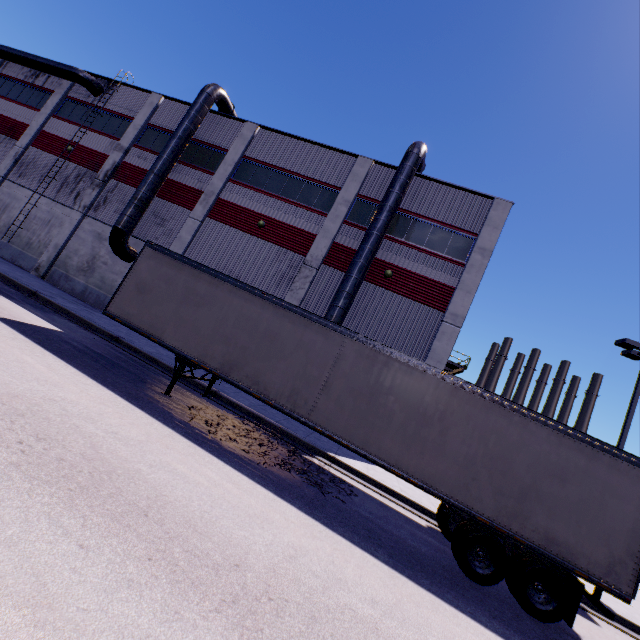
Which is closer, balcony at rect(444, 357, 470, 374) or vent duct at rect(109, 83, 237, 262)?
vent duct at rect(109, 83, 237, 262)

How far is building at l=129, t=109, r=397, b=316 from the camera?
18.0m

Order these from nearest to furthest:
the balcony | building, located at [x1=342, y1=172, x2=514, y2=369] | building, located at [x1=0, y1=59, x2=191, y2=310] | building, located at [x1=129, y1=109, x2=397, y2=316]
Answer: building, located at [x1=342, y1=172, x2=514, y2=369], building, located at [x1=129, y1=109, x2=397, y2=316], building, located at [x1=0, y1=59, x2=191, y2=310], the balcony

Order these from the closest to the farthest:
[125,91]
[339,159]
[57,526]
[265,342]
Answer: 1. [57,526]
2. [265,342]
3. [339,159]
4. [125,91]

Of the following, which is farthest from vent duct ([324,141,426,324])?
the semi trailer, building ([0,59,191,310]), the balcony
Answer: the balcony

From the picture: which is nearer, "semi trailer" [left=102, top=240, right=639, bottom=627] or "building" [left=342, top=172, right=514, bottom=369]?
"semi trailer" [left=102, top=240, right=639, bottom=627]

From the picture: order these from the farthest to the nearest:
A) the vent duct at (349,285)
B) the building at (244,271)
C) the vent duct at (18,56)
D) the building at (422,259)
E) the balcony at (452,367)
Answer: the balcony at (452,367) < the vent duct at (18,56) < the building at (244,271) < the building at (422,259) < the vent duct at (349,285)

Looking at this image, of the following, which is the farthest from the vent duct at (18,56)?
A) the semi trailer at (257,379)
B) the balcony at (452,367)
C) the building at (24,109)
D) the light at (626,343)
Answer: the balcony at (452,367)
